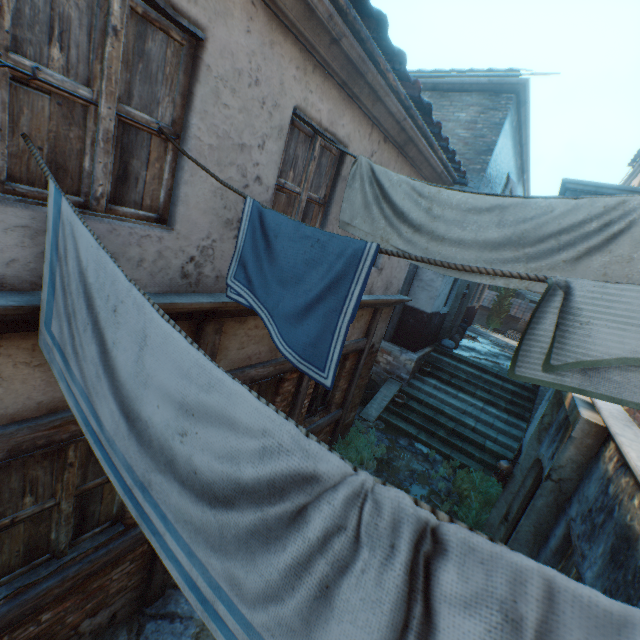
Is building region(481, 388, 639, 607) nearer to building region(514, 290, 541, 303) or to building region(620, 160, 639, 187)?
building region(620, 160, 639, 187)

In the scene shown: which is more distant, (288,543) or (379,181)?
(379,181)

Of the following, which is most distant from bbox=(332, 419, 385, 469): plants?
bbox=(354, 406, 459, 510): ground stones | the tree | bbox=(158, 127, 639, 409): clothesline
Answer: the tree

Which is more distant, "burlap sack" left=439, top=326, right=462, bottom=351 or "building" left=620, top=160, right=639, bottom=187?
"building" left=620, top=160, right=639, bottom=187

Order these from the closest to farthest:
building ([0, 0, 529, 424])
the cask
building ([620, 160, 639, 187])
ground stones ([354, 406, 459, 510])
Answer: building ([0, 0, 529, 424]), ground stones ([354, 406, 459, 510]), the cask, building ([620, 160, 639, 187])

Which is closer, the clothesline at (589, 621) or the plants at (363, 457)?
the clothesline at (589, 621)

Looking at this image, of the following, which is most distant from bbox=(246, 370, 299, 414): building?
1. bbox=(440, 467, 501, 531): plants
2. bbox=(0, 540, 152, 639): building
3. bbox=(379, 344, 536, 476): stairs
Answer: bbox=(440, 467, 501, 531): plants

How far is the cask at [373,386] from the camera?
10.17m
